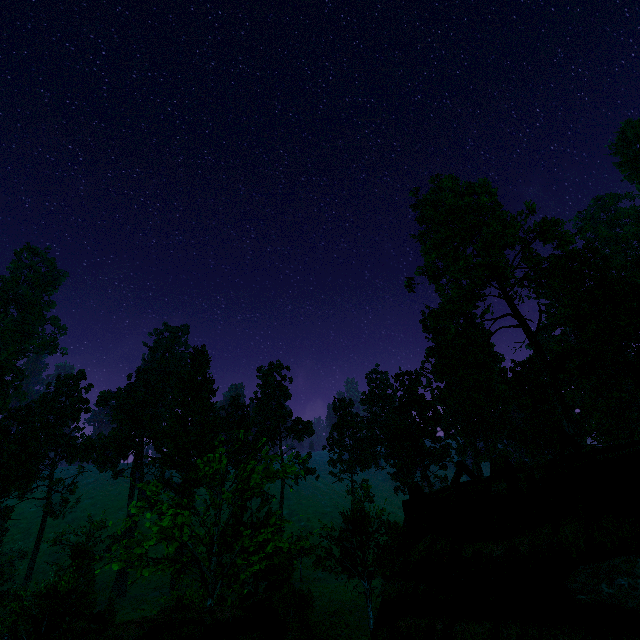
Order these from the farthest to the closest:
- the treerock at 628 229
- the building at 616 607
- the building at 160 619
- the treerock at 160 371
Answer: the treerock at 628 229 < the treerock at 160 371 < the building at 160 619 < the building at 616 607

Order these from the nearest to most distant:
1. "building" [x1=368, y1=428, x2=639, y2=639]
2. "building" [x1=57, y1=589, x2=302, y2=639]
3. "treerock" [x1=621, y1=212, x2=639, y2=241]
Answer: "building" [x1=368, y1=428, x2=639, y2=639] → "building" [x1=57, y1=589, x2=302, y2=639] → "treerock" [x1=621, y1=212, x2=639, y2=241]

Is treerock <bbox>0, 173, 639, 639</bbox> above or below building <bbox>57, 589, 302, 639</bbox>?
above

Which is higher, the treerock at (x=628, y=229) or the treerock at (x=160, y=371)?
the treerock at (x=628, y=229)

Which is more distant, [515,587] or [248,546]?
[248,546]

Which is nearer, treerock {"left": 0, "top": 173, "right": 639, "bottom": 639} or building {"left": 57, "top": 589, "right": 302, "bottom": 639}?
building {"left": 57, "top": 589, "right": 302, "bottom": 639}
